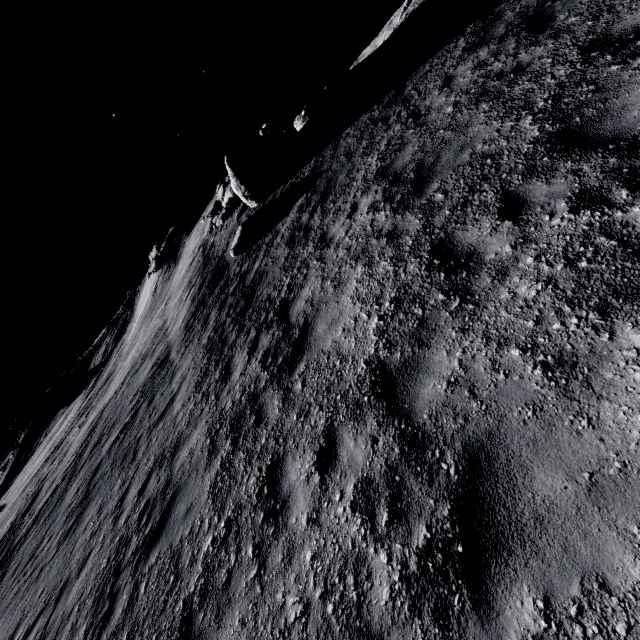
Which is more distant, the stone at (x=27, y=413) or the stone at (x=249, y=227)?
the stone at (x=27, y=413)

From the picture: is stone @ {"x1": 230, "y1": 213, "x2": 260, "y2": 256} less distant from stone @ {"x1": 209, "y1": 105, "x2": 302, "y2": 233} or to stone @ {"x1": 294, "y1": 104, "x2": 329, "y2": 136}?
stone @ {"x1": 209, "y1": 105, "x2": 302, "y2": 233}

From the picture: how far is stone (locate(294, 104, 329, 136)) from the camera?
14.0m

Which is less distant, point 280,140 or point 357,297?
point 357,297

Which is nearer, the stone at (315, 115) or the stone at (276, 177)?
the stone at (276, 177)

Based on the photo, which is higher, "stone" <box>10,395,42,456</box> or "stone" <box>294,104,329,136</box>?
"stone" <box>10,395,42,456</box>

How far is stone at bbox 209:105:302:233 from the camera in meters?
12.8

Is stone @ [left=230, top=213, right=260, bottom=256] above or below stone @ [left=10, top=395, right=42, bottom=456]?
below
